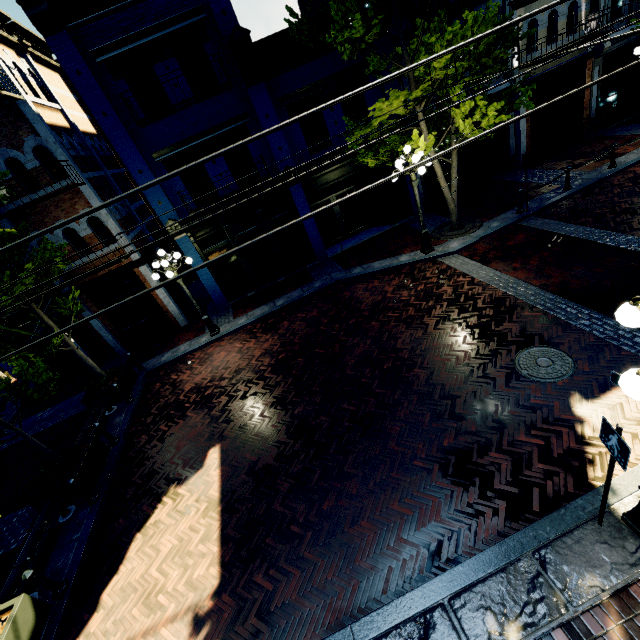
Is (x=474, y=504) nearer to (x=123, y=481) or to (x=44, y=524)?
A: (x=123, y=481)

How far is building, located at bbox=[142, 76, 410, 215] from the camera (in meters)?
12.06

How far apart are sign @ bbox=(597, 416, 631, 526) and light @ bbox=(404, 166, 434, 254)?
8.49m

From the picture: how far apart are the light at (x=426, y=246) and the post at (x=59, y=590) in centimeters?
1257cm

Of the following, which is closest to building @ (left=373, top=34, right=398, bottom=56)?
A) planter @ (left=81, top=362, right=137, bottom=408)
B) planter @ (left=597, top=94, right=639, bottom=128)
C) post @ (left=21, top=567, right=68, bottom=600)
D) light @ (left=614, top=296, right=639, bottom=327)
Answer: planter @ (left=597, top=94, right=639, bottom=128)

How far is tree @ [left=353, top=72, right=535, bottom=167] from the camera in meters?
9.2 m

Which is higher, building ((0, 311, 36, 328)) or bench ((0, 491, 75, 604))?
building ((0, 311, 36, 328))

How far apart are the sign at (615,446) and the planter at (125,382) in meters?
12.2 m
